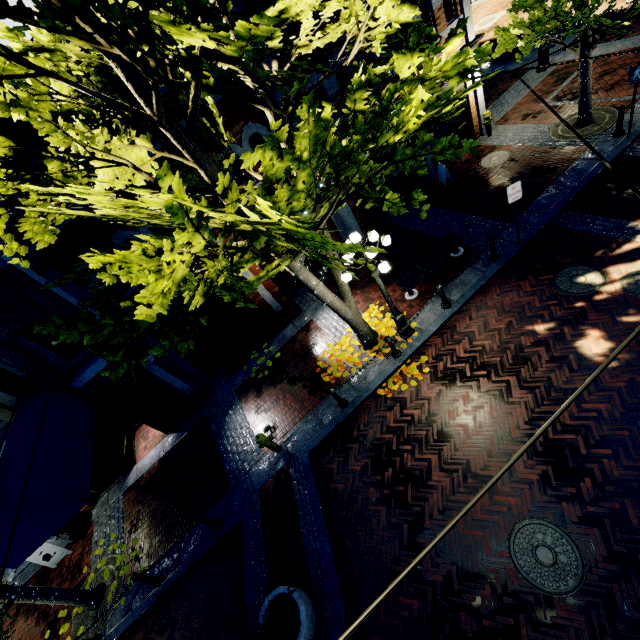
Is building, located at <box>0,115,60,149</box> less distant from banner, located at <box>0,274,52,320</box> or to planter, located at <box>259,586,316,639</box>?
planter, located at <box>259,586,316,639</box>

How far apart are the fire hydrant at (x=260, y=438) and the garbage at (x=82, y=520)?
7.4m

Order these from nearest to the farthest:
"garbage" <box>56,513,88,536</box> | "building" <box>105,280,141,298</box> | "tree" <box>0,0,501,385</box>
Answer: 1. "tree" <box>0,0,501,385</box>
2. "building" <box>105,280,141,298</box>
3. "garbage" <box>56,513,88,536</box>

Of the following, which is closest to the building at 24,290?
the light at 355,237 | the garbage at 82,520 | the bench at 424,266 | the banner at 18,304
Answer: the light at 355,237

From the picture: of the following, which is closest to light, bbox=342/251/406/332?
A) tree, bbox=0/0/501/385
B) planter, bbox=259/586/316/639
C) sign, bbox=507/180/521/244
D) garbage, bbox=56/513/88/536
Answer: tree, bbox=0/0/501/385

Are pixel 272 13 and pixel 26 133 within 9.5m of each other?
yes

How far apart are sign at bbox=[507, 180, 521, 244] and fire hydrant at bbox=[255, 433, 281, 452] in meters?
8.6

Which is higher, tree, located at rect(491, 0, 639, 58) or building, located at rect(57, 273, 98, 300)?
building, located at rect(57, 273, 98, 300)
